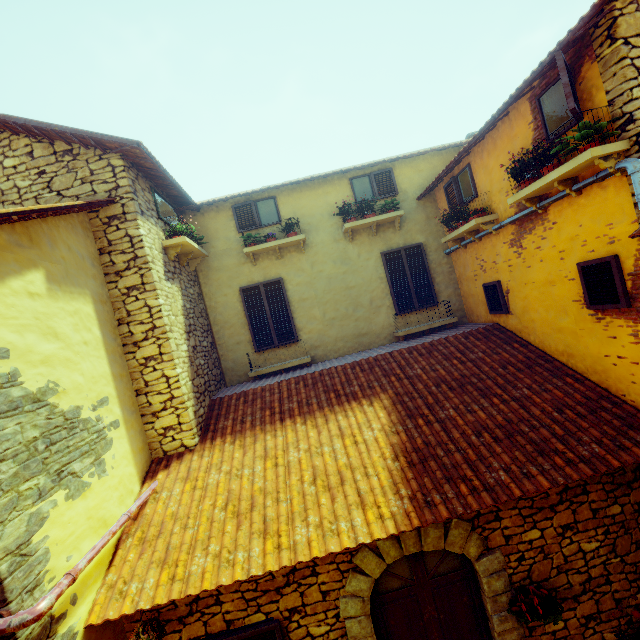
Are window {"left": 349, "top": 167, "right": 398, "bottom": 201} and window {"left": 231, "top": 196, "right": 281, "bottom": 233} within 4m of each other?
yes

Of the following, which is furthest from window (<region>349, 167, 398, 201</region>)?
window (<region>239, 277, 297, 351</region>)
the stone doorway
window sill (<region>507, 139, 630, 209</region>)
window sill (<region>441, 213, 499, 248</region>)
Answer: the stone doorway

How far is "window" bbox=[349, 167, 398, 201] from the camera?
8.2m

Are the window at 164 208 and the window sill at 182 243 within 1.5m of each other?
yes

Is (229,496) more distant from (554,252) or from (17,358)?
(554,252)

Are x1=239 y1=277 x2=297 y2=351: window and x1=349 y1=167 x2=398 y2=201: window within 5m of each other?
yes

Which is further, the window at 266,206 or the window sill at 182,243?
the window at 266,206

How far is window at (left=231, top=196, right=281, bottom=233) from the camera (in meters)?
8.03
